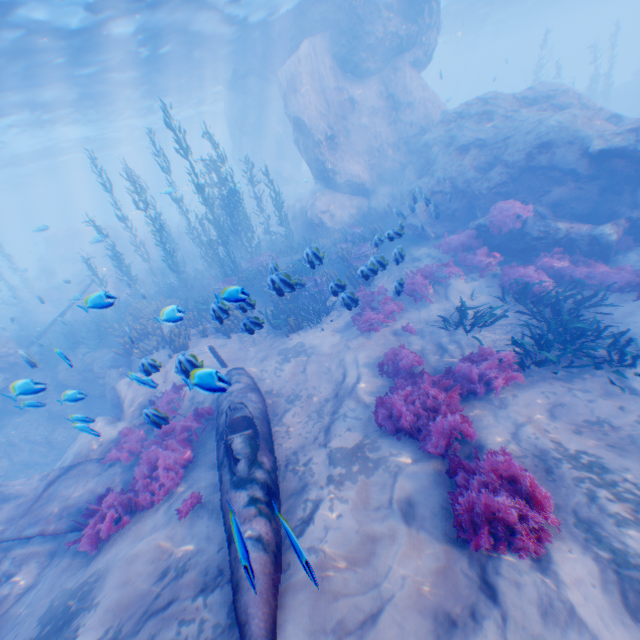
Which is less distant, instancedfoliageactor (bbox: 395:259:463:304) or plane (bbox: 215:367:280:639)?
plane (bbox: 215:367:280:639)

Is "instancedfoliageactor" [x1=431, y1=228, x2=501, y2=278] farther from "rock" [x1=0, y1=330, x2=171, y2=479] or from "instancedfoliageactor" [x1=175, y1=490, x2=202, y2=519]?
"instancedfoliageactor" [x1=175, y1=490, x2=202, y2=519]

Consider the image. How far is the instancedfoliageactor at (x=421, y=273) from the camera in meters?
10.8

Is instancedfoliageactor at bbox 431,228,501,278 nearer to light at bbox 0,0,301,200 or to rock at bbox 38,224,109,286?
rock at bbox 38,224,109,286

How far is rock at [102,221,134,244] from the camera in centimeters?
3075cm

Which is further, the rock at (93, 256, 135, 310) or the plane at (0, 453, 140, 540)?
the rock at (93, 256, 135, 310)

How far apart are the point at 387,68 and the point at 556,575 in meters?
22.8 m

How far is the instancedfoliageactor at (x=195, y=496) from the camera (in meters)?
6.03
